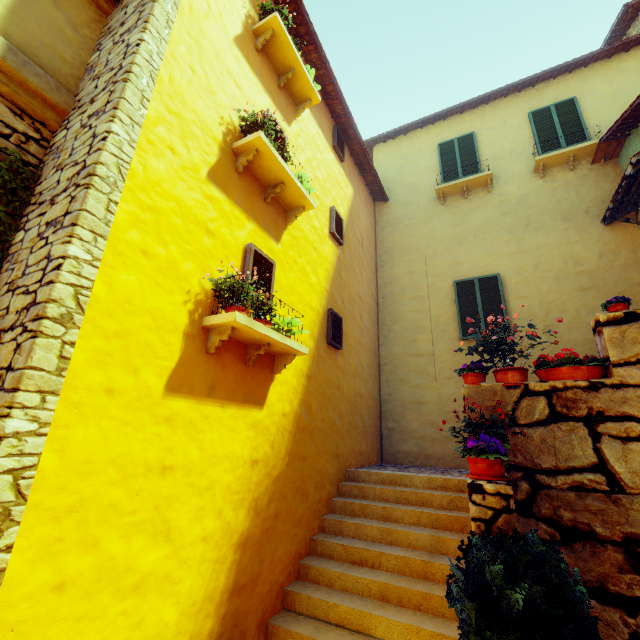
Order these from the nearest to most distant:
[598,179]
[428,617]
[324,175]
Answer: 1. [428,617]
2. [324,175]
3. [598,179]

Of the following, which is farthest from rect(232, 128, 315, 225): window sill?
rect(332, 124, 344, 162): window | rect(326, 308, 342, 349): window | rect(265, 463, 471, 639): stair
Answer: rect(265, 463, 471, 639): stair

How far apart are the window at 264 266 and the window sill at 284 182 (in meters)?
0.90

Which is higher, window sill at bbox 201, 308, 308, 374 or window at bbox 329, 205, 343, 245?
window at bbox 329, 205, 343, 245

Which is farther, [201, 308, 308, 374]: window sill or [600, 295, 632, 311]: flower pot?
[600, 295, 632, 311]: flower pot

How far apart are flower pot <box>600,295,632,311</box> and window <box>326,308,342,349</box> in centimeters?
432cm

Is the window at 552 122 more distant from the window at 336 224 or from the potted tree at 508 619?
the potted tree at 508 619

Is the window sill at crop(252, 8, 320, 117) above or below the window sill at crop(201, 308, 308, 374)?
above
